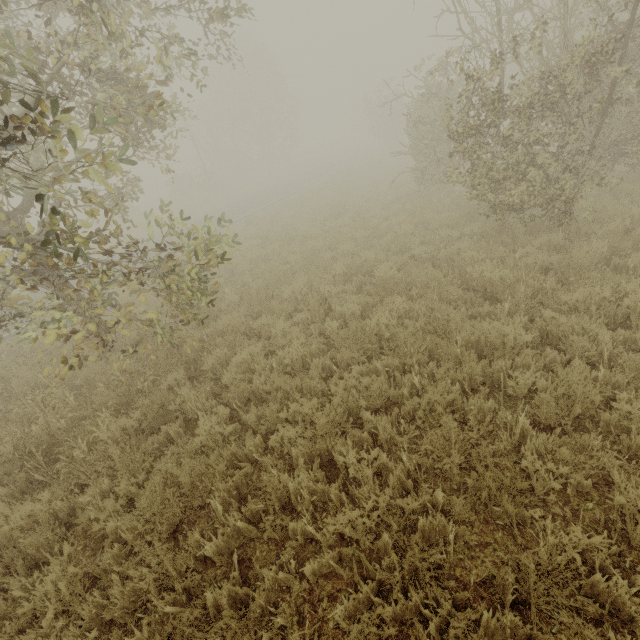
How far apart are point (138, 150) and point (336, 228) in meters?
7.0

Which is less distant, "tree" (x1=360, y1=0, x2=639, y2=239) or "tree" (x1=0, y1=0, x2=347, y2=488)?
"tree" (x1=0, y1=0, x2=347, y2=488)

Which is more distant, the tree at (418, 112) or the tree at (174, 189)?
the tree at (418, 112)
